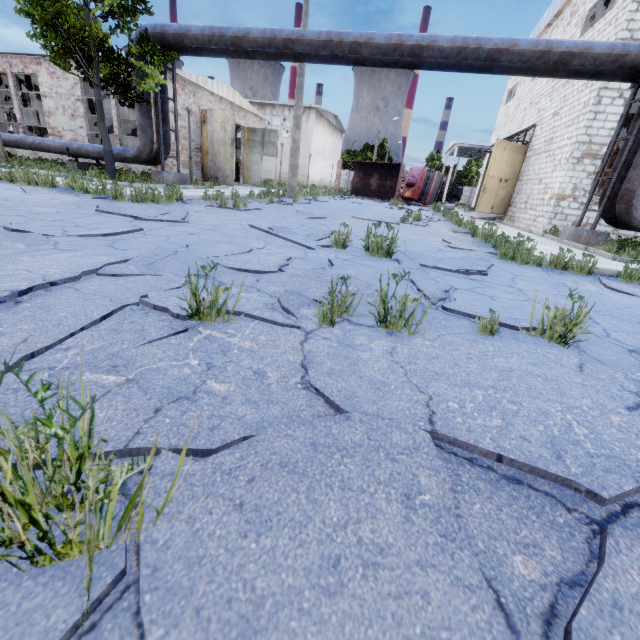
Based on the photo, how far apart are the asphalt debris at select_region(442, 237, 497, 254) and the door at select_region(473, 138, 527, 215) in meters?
12.6

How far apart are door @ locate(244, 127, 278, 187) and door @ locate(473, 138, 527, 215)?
13.9m

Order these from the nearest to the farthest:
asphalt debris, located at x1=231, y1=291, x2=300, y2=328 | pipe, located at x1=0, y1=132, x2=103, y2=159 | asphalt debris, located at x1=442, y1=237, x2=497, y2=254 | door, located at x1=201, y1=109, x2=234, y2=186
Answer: asphalt debris, located at x1=231, y1=291, x2=300, y2=328 → asphalt debris, located at x1=442, y1=237, x2=497, y2=254 → pipe, located at x1=0, y1=132, x2=103, y2=159 → door, located at x1=201, y1=109, x2=234, y2=186

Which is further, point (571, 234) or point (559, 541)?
point (571, 234)

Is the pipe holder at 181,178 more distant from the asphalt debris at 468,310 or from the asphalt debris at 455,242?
the asphalt debris at 455,242

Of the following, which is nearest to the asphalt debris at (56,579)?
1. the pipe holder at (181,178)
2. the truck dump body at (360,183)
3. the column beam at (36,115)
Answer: the pipe holder at (181,178)

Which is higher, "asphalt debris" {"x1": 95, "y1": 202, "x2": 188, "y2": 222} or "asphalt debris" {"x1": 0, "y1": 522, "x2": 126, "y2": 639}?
"asphalt debris" {"x1": 95, "y1": 202, "x2": 188, "y2": 222}

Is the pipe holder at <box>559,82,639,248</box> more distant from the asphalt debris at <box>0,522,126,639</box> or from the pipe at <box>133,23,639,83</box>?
the asphalt debris at <box>0,522,126,639</box>
